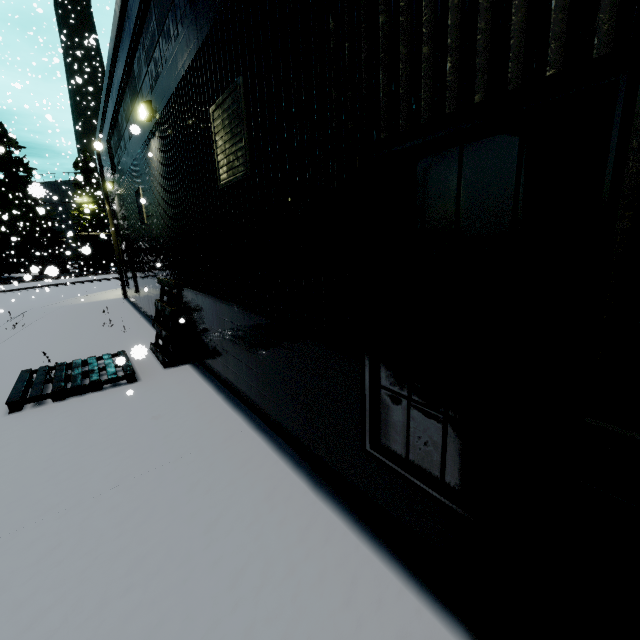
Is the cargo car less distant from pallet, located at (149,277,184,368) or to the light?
pallet, located at (149,277,184,368)

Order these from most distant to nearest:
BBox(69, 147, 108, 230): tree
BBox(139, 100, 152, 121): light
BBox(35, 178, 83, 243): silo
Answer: BBox(69, 147, 108, 230): tree → BBox(35, 178, 83, 243): silo → BBox(139, 100, 152, 121): light

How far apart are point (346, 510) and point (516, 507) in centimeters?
167cm

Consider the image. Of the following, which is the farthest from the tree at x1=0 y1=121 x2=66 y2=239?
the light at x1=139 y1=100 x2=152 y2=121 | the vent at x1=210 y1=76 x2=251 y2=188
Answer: the vent at x1=210 y1=76 x2=251 y2=188

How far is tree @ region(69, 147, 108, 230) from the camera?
40.6m

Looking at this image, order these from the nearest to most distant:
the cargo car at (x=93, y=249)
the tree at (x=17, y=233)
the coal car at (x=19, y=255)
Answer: the tree at (x=17, y=233)
the cargo car at (x=93, y=249)
the coal car at (x=19, y=255)

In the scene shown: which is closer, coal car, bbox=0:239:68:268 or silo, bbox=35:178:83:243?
silo, bbox=35:178:83:243

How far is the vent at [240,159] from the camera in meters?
3.6
